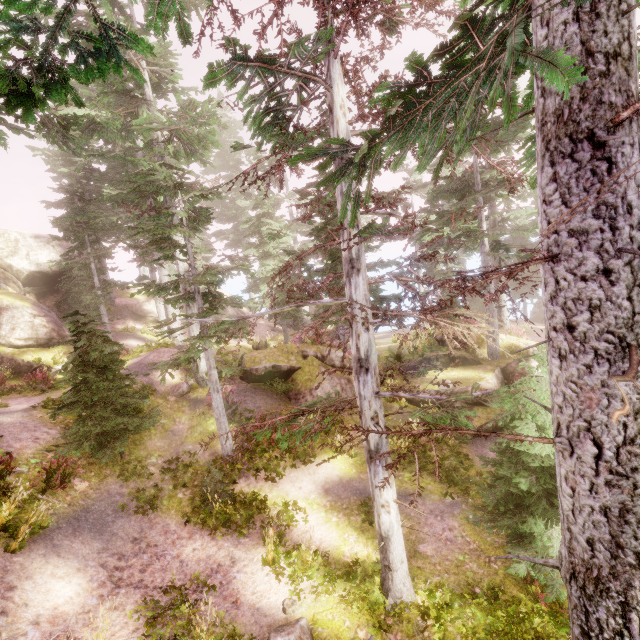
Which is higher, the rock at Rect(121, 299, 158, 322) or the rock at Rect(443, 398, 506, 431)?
the rock at Rect(121, 299, 158, 322)

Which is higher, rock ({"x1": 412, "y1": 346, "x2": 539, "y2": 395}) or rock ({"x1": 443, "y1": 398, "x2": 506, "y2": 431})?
rock ({"x1": 412, "y1": 346, "x2": 539, "y2": 395})

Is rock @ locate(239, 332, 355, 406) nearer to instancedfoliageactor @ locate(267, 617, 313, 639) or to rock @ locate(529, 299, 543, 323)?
instancedfoliageactor @ locate(267, 617, 313, 639)

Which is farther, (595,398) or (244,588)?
(244,588)

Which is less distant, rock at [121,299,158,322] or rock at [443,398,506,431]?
rock at [443,398,506,431]

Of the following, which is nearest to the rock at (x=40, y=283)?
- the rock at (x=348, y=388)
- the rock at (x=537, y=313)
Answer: the rock at (x=348, y=388)

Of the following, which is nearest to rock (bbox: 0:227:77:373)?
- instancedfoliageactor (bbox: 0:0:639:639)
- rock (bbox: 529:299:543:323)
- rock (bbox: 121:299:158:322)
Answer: instancedfoliageactor (bbox: 0:0:639:639)

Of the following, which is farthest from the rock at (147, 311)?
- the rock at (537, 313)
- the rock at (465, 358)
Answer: the rock at (537, 313)
